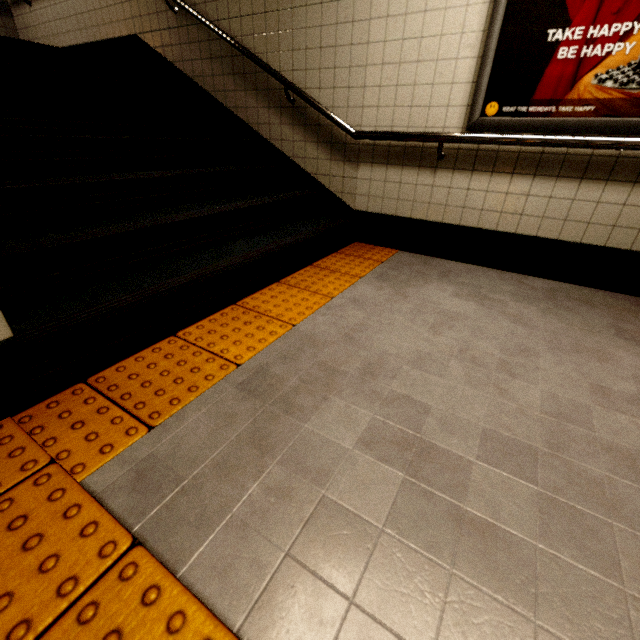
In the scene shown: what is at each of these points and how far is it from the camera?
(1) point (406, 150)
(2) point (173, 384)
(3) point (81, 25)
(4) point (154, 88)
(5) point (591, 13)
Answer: (1) building, 2.76m
(2) groundtactileadastrip, 1.41m
(3) building, 4.15m
(4) stairs, 3.29m
(5) sign, 1.92m

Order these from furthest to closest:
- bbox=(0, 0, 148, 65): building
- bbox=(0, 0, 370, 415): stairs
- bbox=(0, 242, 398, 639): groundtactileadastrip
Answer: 1. bbox=(0, 0, 148, 65): building
2. bbox=(0, 0, 370, 415): stairs
3. bbox=(0, 242, 398, 639): groundtactileadastrip

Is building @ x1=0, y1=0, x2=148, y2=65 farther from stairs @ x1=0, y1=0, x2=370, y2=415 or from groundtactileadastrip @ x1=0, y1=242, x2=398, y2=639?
groundtactileadastrip @ x1=0, y1=242, x2=398, y2=639

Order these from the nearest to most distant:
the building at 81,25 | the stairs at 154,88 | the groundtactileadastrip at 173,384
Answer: the groundtactileadastrip at 173,384 → the stairs at 154,88 → the building at 81,25

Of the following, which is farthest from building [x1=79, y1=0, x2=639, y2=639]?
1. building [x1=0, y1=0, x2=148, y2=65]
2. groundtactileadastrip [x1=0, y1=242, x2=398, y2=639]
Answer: building [x1=0, y1=0, x2=148, y2=65]

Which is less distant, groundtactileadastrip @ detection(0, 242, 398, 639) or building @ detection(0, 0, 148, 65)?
groundtactileadastrip @ detection(0, 242, 398, 639)

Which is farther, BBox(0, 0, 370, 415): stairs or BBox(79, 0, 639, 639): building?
BBox(0, 0, 370, 415): stairs

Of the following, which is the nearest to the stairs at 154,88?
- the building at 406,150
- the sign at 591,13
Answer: the building at 406,150
